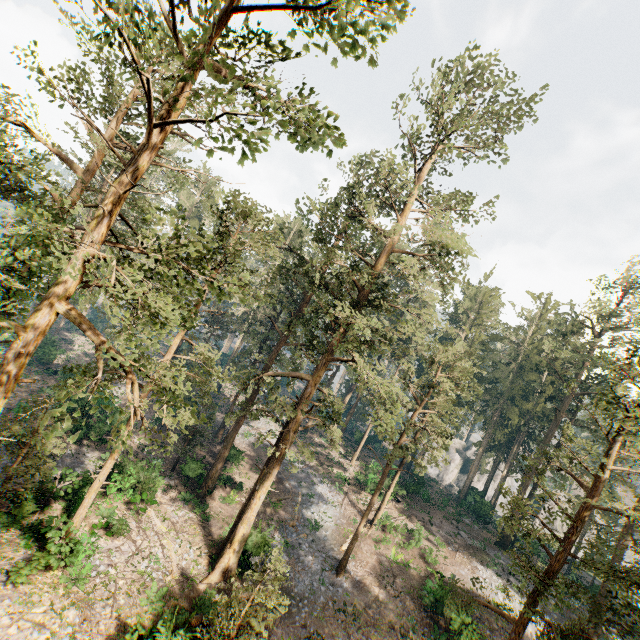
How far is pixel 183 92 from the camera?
8.1 meters

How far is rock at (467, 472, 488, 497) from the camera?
45.09m

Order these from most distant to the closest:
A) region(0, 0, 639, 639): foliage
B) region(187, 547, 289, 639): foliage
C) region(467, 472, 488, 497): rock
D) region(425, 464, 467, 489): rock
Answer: region(425, 464, 467, 489): rock < region(467, 472, 488, 497): rock < region(187, 547, 289, 639): foliage < region(0, 0, 639, 639): foliage

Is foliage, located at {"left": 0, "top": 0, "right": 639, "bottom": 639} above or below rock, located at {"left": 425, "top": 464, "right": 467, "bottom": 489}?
above

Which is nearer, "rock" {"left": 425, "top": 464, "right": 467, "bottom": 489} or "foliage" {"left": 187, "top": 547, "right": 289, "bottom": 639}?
"foliage" {"left": 187, "top": 547, "right": 289, "bottom": 639}

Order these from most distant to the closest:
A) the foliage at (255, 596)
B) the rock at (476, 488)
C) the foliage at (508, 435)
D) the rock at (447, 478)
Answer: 1. the rock at (447, 478)
2. the rock at (476, 488)
3. the foliage at (255, 596)
4. the foliage at (508, 435)

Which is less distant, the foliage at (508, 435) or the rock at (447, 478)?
the foliage at (508, 435)
